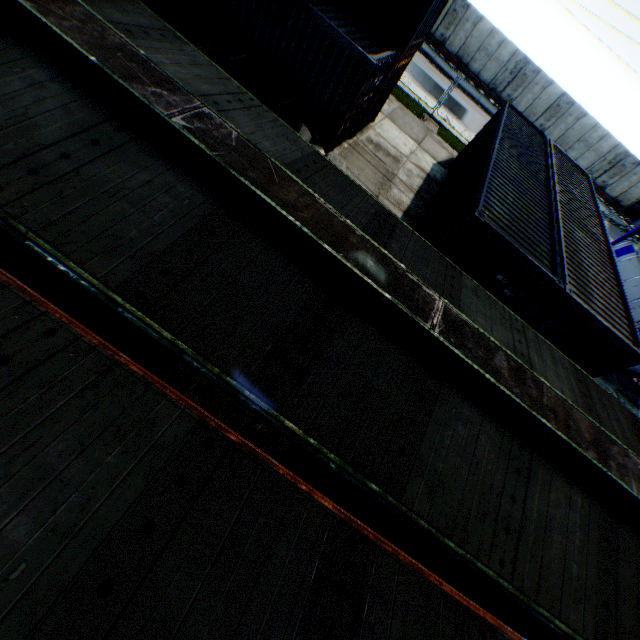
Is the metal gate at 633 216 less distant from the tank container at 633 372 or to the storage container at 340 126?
the tank container at 633 372

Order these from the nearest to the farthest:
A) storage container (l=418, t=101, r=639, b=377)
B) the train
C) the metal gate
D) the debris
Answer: the train < storage container (l=418, t=101, r=639, b=377) < the debris < the metal gate

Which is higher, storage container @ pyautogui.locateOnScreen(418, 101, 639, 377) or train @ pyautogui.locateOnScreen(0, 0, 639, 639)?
train @ pyautogui.locateOnScreen(0, 0, 639, 639)

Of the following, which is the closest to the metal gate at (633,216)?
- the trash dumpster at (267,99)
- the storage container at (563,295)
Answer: the storage container at (563,295)

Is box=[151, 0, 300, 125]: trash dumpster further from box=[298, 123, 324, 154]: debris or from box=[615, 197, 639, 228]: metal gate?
box=[615, 197, 639, 228]: metal gate

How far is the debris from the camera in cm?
985

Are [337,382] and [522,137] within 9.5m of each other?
no

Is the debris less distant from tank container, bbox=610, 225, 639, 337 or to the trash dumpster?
the trash dumpster
